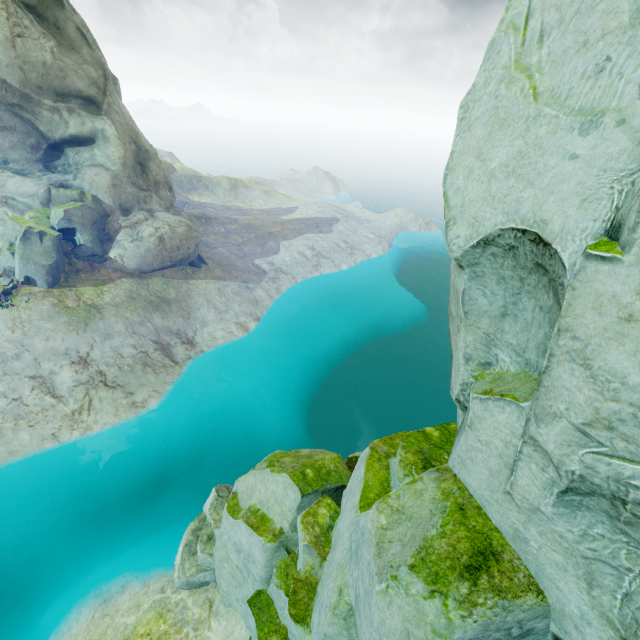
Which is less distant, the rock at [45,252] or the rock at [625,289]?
the rock at [625,289]

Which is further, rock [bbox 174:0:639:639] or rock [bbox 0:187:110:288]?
rock [bbox 0:187:110:288]

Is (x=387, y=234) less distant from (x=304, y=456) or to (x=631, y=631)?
(x=304, y=456)
